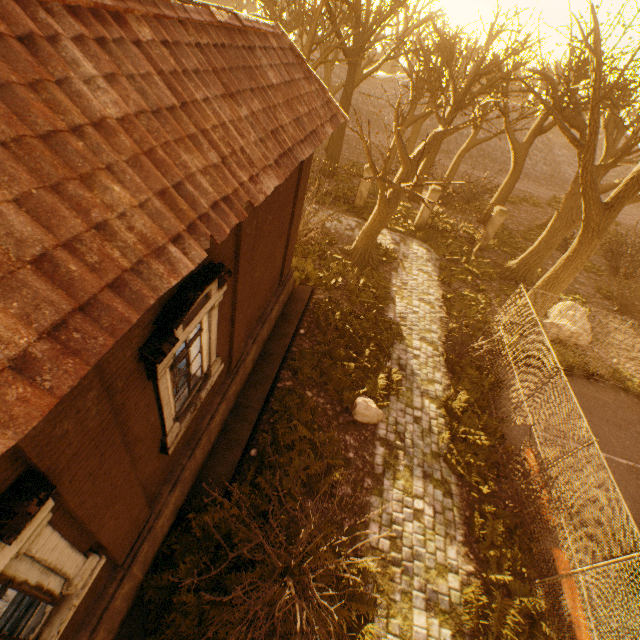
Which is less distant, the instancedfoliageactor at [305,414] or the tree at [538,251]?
the instancedfoliageactor at [305,414]

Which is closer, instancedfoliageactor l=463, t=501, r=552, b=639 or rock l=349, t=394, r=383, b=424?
instancedfoliageactor l=463, t=501, r=552, b=639

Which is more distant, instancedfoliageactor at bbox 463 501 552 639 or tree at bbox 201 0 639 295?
tree at bbox 201 0 639 295

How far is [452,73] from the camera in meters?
16.7 m

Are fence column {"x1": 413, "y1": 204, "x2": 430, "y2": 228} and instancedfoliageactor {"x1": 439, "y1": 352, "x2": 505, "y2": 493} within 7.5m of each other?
no

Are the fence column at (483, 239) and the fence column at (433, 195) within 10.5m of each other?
yes

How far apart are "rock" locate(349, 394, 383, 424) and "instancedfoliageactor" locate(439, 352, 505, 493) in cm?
195

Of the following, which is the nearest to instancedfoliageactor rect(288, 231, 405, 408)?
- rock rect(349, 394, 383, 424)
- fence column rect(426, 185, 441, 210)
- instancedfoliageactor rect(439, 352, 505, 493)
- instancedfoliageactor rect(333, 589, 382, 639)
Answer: rock rect(349, 394, 383, 424)
